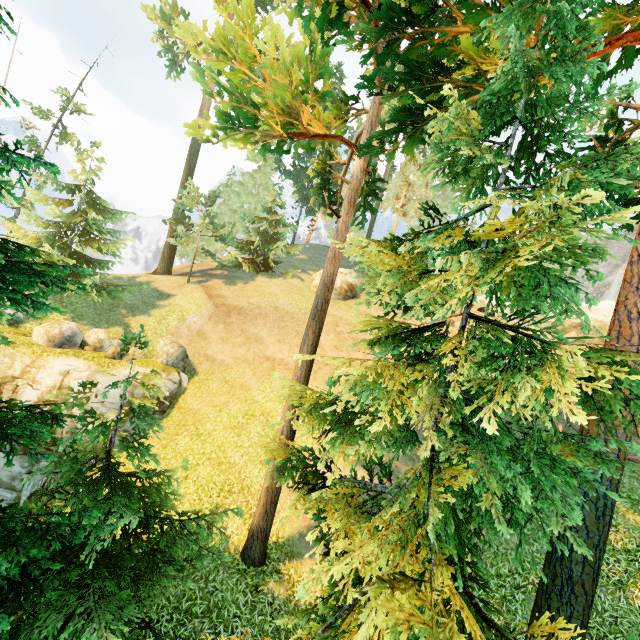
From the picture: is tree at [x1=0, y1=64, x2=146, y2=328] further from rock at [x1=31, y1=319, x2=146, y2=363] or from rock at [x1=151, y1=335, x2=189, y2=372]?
rock at [x1=151, y1=335, x2=189, y2=372]

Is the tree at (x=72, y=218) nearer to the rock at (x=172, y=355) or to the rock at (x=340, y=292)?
the rock at (x=172, y=355)

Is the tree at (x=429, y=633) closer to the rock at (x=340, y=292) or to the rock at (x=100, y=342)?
the rock at (x=100, y=342)

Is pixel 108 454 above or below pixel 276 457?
below

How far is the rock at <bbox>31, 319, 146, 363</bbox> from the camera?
15.5m

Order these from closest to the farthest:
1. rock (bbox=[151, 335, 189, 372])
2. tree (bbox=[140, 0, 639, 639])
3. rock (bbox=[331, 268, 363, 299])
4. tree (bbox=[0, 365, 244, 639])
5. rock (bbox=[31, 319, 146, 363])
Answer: tree (bbox=[140, 0, 639, 639])
tree (bbox=[0, 365, 244, 639])
rock (bbox=[31, 319, 146, 363])
rock (bbox=[151, 335, 189, 372])
rock (bbox=[331, 268, 363, 299])

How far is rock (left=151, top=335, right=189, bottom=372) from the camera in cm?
1798

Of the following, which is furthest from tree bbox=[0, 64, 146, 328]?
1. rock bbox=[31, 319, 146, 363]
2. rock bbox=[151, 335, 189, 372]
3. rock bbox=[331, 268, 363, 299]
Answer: rock bbox=[331, 268, 363, 299]
